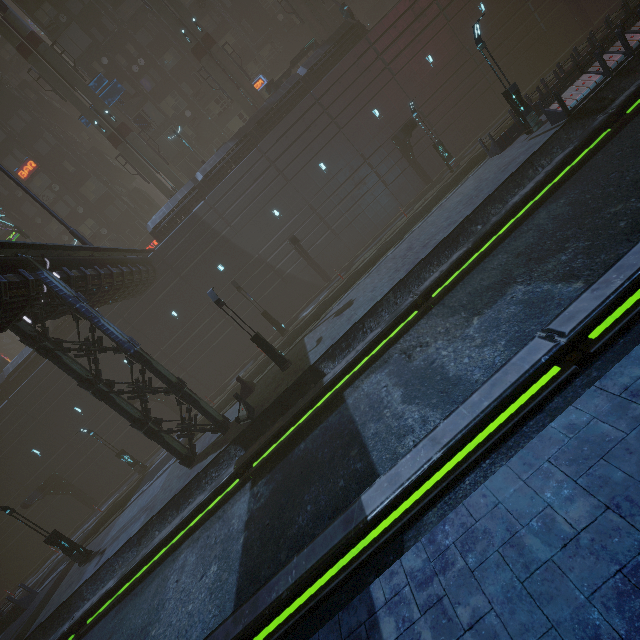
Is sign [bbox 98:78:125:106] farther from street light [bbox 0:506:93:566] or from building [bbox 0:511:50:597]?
street light [bbox 0:506:93:566]

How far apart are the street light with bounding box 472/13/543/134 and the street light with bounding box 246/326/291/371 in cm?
1679

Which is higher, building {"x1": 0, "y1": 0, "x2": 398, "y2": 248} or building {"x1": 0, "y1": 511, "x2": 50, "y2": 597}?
building {"x1": 0, "y1": 0, "x2": 398, "y2": 248}

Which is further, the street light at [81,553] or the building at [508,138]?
the building at [508,138]

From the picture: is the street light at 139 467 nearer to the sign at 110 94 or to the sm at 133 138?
the sm at 133 138

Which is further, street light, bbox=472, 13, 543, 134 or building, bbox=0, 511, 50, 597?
building, bbox=0, 511, 50, 597

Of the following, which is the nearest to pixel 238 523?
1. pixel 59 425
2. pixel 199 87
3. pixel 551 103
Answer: pixel 551 103

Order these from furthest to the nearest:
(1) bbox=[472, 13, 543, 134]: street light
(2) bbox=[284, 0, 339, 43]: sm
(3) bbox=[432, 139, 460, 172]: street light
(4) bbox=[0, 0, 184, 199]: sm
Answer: (2) bbox=[284, 0, 339, 43]: sm → (4) bbox=[0, 0, 184, 199]: sm → (3) bbox=[432, 139, 460, 172]: street light → (1) bbox=[472, 13, 543, 134]: street light
